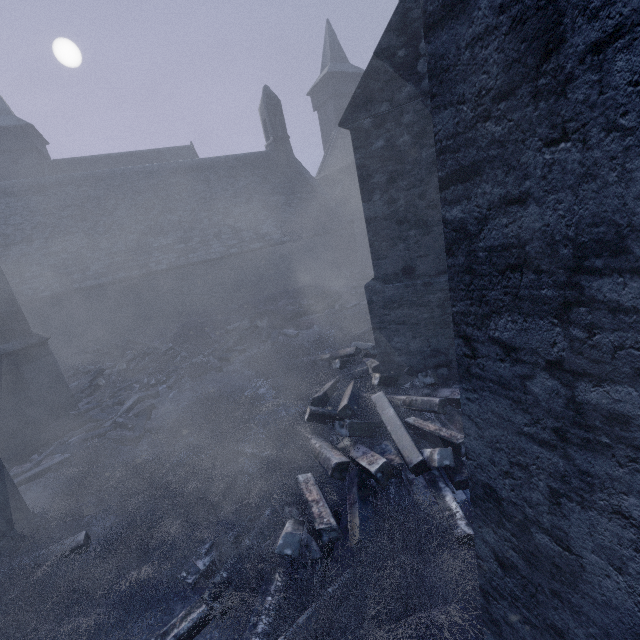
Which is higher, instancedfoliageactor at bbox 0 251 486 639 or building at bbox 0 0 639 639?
building at bbox 0 0 639 639

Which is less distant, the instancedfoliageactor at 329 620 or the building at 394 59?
the building at 394 59

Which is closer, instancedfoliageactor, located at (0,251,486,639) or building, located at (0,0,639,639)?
building, located at (0,0,639,639)

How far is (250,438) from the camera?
5.6m

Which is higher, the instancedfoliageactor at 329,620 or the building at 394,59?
the building at 394,59
